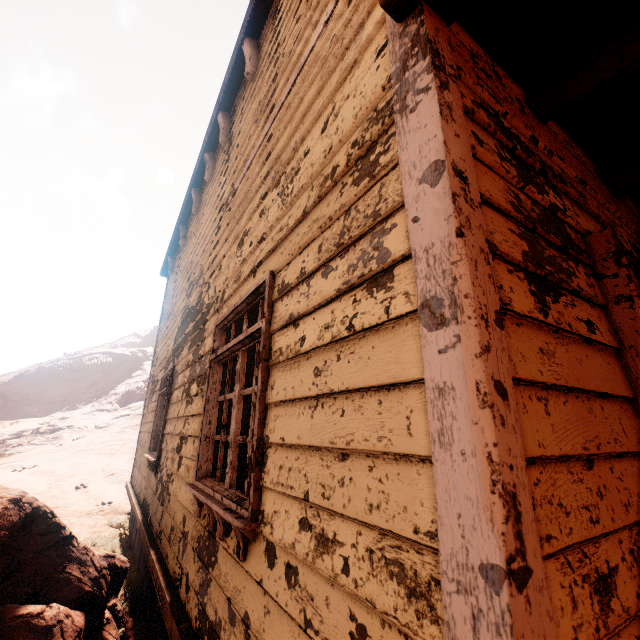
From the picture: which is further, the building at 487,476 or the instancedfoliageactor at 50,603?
the instancedfoliageactor at 50,603

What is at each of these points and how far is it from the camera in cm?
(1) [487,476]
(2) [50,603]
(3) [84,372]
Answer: (1) building, 73
(2) instancedfoliageactor, 296
(3) z, 3144

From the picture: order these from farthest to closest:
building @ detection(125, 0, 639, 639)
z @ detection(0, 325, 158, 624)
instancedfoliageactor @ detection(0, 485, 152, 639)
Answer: z @ detection(0, 325, 158, 624) < instancedfoliageactor @ detection(0, 485, 152, 639) < building @ detection(125, 0, 639, 639)

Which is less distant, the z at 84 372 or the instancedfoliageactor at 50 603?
the instancedfoliageactor at 50 603

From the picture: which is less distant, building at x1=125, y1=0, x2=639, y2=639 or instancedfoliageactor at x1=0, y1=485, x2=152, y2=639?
building at x1=125, y1=0, x2=639, y2=639

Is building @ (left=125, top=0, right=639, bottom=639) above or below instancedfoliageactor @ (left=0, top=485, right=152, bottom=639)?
above

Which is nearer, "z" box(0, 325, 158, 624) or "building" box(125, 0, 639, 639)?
"building" box(125, 0, 639, 639)

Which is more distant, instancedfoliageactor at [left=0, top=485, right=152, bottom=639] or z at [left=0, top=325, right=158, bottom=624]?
z at [left=0, top=325, right=158, bottom=624]
